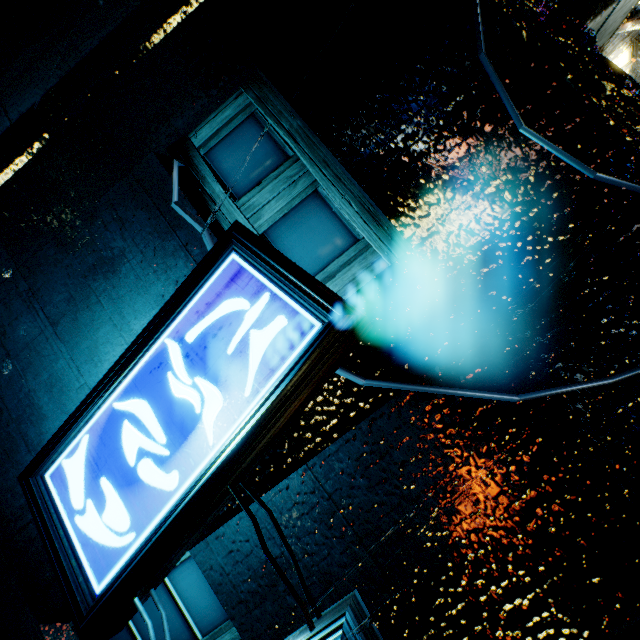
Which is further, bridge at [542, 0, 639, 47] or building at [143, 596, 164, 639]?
bridge at [542, 0, 639, 47]

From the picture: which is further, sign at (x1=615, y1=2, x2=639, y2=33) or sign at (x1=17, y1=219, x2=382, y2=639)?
sign at (x1=615, y1=2, x2=639, y2=33)

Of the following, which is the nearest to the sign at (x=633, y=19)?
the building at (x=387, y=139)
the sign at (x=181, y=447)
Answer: the building at (x=387, y=139)

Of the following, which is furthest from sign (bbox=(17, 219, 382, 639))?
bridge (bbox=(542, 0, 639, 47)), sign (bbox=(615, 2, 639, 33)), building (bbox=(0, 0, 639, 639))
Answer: sign (bbox=(615, 2, 639, 33))

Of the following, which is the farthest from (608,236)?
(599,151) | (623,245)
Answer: (599,151)

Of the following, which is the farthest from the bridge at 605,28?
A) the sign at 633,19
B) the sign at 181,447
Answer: the sign at 633,19

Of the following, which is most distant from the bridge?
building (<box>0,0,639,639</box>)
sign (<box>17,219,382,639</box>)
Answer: sign (<box>17,219,382,639</box>)
